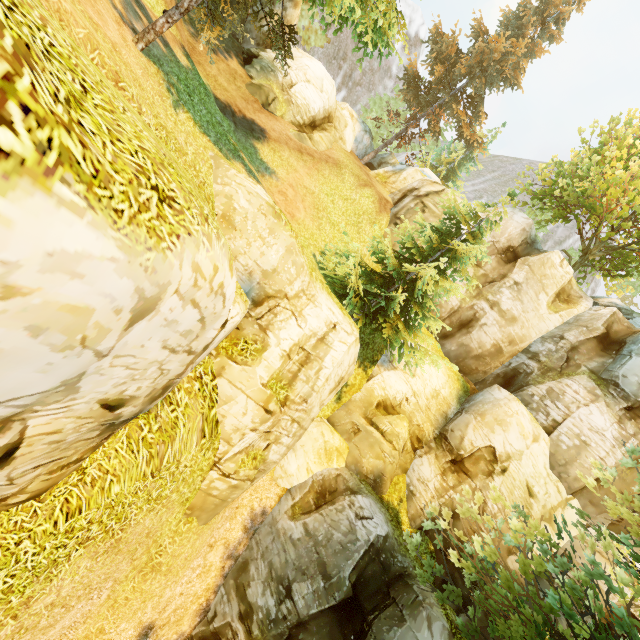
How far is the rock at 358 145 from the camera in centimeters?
2722cm

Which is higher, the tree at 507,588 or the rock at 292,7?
the rock at 292,7

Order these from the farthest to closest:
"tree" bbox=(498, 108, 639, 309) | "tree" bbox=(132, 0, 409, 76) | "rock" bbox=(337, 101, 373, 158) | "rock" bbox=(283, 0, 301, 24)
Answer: "rock" bbox=(337, 101, 373, 158) → "rock" bbox=(283, 0, 301, 24) → "tree" bbox=(498, 108, 639, 309) → "tree" bbox=(132, 0, 409, 76)

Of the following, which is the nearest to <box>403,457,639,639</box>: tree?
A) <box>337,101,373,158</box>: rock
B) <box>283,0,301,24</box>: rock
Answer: <box>337,101,373,158</box>: rock

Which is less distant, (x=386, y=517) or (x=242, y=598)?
(x=242, y=598)

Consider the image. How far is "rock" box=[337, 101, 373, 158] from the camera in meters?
27.2
